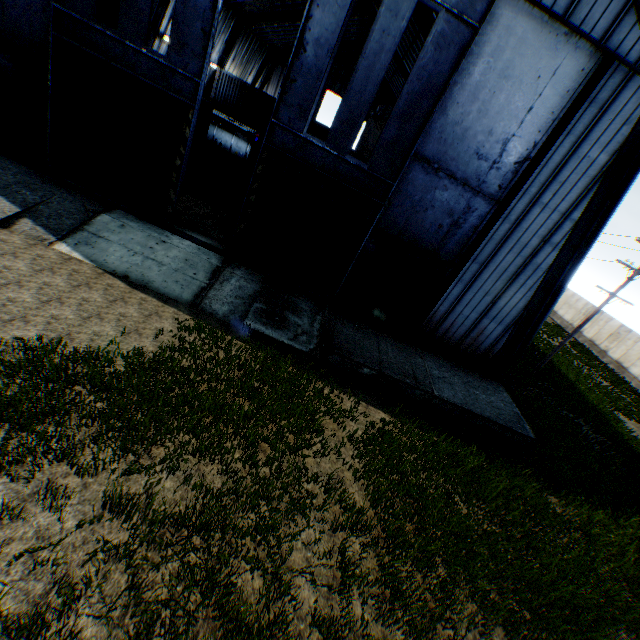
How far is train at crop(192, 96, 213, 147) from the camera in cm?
2334

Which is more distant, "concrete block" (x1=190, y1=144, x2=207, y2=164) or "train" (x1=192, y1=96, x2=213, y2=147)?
"train" (x1=192, y1=96, x2=213, y2=147)

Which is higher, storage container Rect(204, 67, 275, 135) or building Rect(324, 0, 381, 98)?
building Rect(324, 0, 381, 98)

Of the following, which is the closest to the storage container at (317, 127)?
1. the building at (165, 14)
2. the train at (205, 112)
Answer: the building at (165, 14)

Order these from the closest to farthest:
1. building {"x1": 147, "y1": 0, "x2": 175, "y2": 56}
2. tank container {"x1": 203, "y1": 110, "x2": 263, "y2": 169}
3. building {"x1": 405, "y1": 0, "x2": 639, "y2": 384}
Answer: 1. building {"x1": 405, "y1": 0, "x2": 639, "y2": 384}
2. building {"x1": 147, "y1": 0, "x2": 175, "y2": 56}
3. tank container {"x1": 203, "y1": 110, "x2": 263, "y2": 169}

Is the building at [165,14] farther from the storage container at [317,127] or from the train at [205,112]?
the train at [205,112]

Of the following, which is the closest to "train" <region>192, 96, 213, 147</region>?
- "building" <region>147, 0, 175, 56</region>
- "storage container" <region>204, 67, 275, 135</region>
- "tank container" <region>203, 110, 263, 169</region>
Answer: "tank container" <region>203, 110, 263, 169</region>

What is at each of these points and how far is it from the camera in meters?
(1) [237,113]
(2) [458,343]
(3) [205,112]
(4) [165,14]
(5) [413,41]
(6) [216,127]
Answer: (1) storage container, 32.8 m
(2) building, 13.9 m
(3) train, 23.9 m
(4) building, 22.4 m
(5) building, 25.1 m
(6) tank container, 25.5 m
